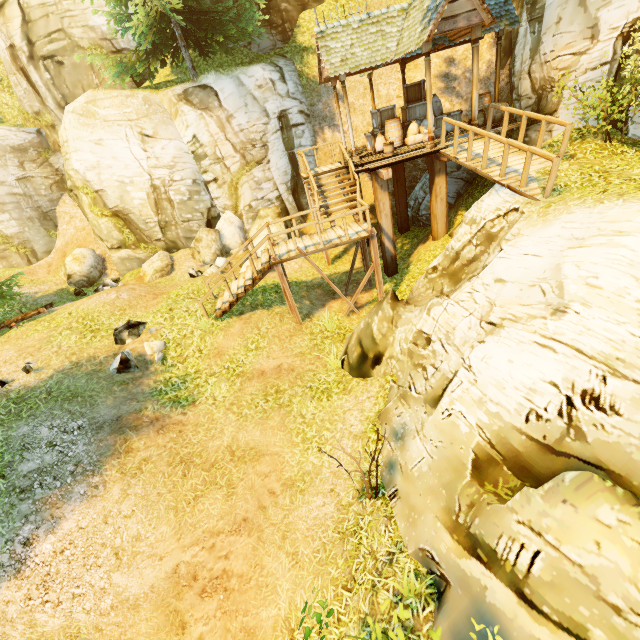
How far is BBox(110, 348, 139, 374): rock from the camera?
9.0m

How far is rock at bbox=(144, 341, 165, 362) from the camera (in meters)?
9.79

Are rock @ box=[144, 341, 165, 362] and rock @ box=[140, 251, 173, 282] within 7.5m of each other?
yes

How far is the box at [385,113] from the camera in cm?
1338

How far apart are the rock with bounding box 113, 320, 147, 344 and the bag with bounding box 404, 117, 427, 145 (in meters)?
12.21

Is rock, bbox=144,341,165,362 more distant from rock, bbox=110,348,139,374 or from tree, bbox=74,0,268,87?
tree, bbox=74,0,268,87

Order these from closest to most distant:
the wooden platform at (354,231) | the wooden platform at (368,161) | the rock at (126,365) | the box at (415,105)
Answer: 1. the wooden platform at (368,161)
2. the rock at (126,365)
3. the wooden platform at (354,231)
4. the box at (415,105)

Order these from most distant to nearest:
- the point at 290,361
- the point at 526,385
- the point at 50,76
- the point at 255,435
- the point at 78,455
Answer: the point at 50,76
the point at 290,361
the point at 255,435
the point at 78,455
the point at 526,385
